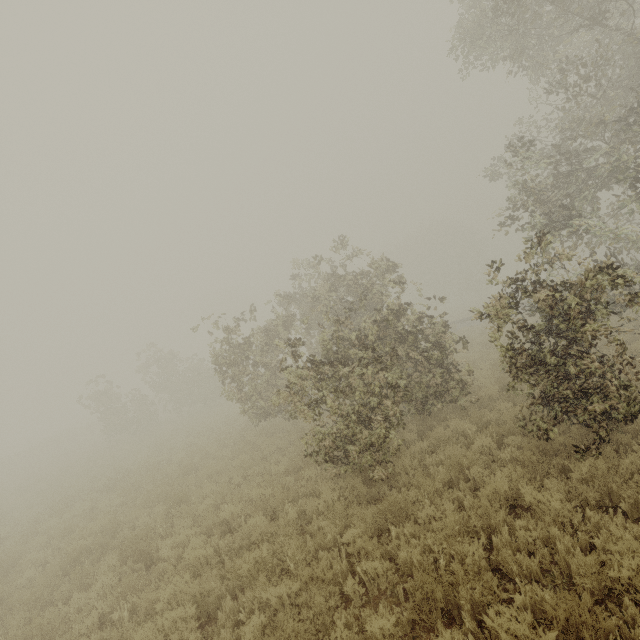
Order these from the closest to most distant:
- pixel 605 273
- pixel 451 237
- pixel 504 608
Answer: pixel 504 608
pixel 605 273
pixel 451 237
